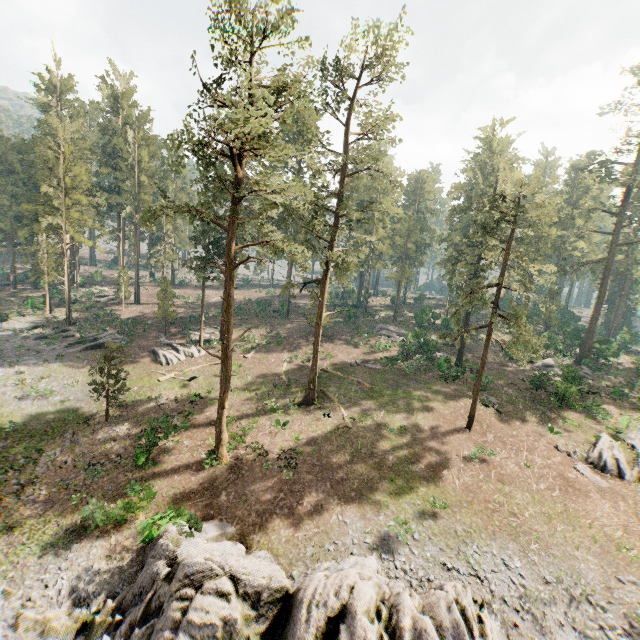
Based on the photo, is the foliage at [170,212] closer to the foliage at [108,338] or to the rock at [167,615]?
the foliage at [108,338]

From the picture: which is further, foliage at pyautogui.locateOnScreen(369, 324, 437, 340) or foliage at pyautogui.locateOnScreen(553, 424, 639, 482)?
foliage at pyautogui.locateOnScreen(369, 324, 437, 340)

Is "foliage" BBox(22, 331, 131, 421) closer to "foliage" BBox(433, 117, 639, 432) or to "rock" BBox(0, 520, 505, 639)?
"foliage" BBox(433, 117, 639, 432)

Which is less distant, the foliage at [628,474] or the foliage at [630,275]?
the foliage at [628,474]

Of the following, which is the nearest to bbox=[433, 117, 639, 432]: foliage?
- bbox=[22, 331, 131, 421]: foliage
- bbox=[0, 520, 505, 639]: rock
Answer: bbox=[22, 331, 131, 421]: foliage

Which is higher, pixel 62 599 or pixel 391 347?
pixel 391 347
